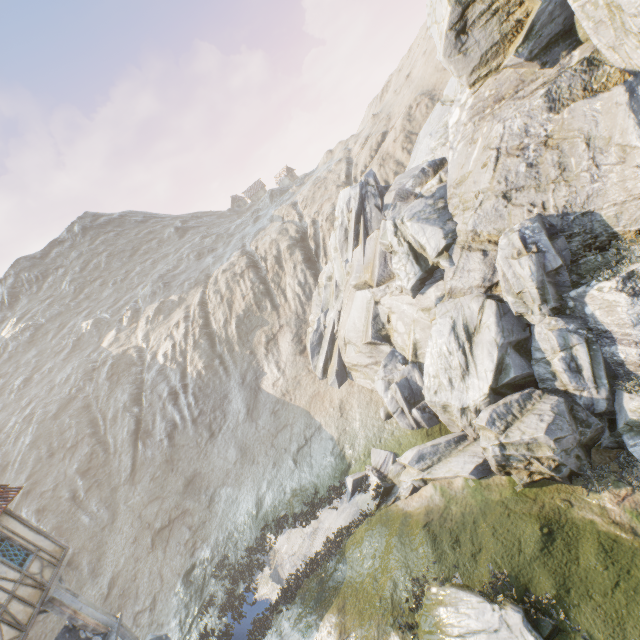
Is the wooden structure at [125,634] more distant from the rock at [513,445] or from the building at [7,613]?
the building at [7,613]

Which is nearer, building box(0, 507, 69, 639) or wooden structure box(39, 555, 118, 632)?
building box(0, 507, 69, 639)

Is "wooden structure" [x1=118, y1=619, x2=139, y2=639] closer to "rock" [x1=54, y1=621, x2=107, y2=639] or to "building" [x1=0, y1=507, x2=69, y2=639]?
"rock" [x1=54, y1=621, x2=107, y2=639]

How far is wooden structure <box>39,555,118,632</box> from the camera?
11.56m

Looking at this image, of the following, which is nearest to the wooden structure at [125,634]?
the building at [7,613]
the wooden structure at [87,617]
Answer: the wooden structure at [87,617]

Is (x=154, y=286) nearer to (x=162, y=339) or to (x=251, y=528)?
(x=162, y=339)

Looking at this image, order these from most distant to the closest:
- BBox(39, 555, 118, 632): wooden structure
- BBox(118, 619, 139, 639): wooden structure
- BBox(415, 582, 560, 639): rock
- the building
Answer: BBox(118, 619, 139, 639): wooden structure → BBox(39, 555, 118, 632): wooden structure → the building → BBox(415, 582, 560, 639): rock

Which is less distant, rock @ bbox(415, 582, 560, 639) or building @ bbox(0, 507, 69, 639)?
rock @ bbox(415, 582, 560, 639)
